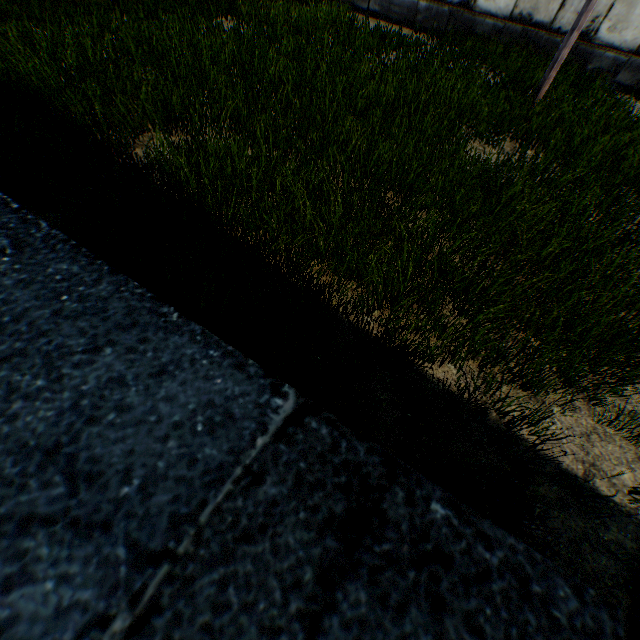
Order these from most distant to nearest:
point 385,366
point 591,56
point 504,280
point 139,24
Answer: point 591,56 → point 139,24 → point 504,280 → point 385,366
